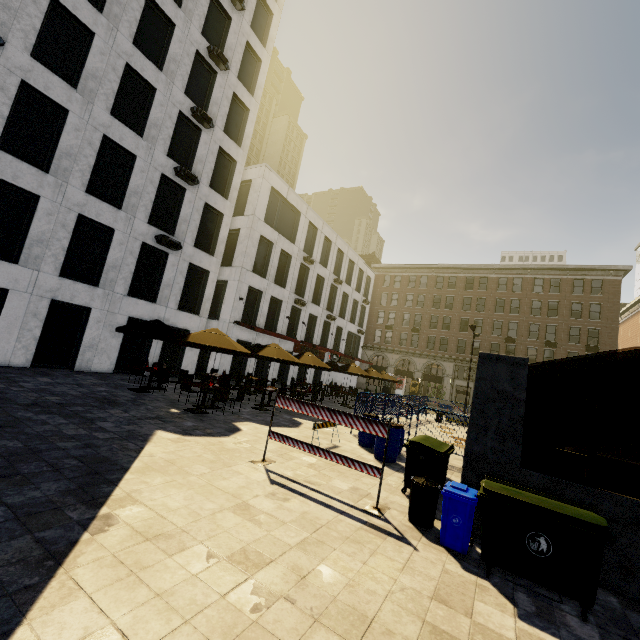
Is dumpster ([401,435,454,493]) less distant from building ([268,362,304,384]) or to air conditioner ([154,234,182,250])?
air conditioner ([154,234,182,250])

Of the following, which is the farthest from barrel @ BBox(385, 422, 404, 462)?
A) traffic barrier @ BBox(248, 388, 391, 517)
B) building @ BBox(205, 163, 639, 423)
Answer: building @ BBox(205, 163, 639, 423)

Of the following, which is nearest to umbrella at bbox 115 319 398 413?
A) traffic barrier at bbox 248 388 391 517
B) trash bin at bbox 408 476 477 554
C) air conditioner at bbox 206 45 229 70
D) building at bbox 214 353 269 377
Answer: traffic barrier at bbox 248 388 391 517

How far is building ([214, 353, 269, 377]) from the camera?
21.9m

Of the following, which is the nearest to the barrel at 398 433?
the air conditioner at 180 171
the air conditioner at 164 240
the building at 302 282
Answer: the air conditioner at 164 240

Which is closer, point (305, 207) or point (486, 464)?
point (486, 464)

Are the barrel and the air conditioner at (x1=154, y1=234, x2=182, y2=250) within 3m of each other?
no

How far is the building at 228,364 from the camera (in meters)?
21.89
